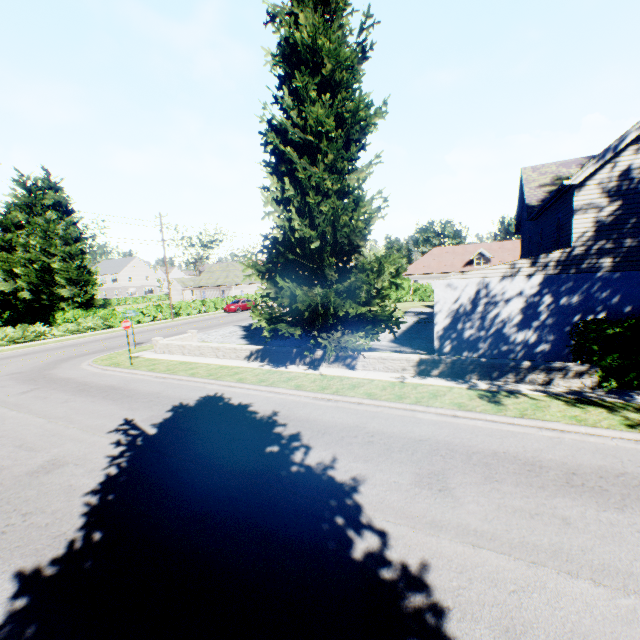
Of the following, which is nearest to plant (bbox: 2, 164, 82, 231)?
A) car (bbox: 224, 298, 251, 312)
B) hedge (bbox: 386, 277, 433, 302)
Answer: hedge (bbox: 386, 277, 433, 302)

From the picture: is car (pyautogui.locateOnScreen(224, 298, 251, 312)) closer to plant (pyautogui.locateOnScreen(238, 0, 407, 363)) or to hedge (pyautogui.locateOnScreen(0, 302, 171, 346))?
hedge (pyautogui.locateOnScreen(0, 302, 171, 346))

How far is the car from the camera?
40.7 meters

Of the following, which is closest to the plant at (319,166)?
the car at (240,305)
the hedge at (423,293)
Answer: the hedge at (423,293)

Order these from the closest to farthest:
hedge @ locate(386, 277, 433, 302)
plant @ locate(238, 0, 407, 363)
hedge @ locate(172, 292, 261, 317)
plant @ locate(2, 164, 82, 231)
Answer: plant @ locate(238, 0, 407, 363), hedge @ locate(172, 292, 261, 317), hedge @ locate(386, 277, 433, 302), plant @ locate(2, 164, 82, 231)

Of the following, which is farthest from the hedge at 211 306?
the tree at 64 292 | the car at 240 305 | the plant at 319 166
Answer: the car at 240 305

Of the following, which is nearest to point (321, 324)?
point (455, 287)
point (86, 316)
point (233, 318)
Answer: point (455, 287)

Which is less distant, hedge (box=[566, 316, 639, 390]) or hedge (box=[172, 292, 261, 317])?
→ hedge (box=[566, 316, 639, 390])
